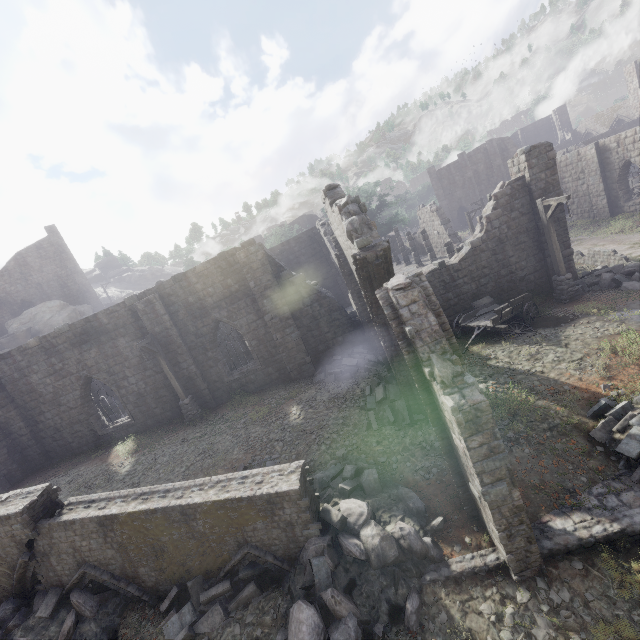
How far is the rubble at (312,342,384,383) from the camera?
Result: 14.6m

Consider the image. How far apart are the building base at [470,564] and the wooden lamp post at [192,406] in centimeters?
1190cm

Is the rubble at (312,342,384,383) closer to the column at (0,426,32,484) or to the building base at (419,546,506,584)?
the building base at (419,546,506,584)

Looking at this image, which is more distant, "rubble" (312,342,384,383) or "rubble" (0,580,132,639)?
"rubble" (312,342,384,383)

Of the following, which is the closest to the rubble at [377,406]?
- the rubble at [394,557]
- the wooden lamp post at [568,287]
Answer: the rubble at [394,557]

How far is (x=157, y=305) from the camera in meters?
15.6

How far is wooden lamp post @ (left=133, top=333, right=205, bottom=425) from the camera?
14.8 meters

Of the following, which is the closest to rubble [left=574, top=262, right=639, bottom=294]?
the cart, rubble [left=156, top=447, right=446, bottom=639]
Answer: the cart
